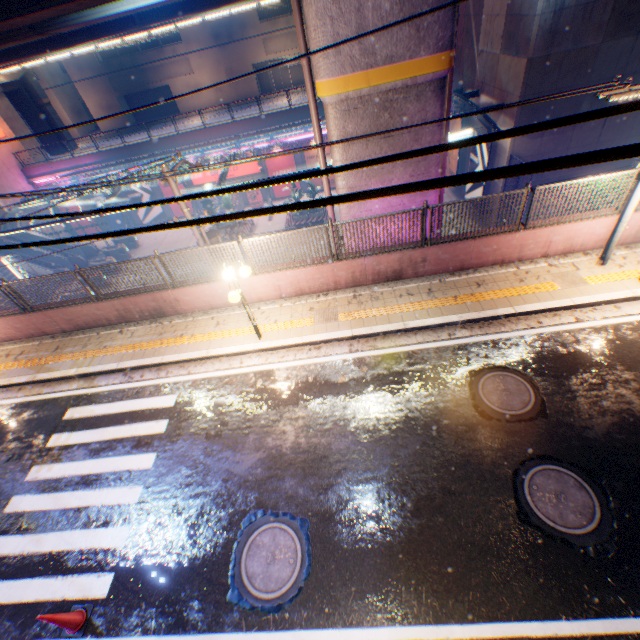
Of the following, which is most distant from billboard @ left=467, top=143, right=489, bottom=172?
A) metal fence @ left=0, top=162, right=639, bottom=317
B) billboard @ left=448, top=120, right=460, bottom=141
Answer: billboard @ left=448, top=120, right=460, bottom=141

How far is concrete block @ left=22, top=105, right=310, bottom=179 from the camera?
26.7 meters

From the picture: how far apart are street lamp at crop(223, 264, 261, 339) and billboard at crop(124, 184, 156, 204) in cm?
2817

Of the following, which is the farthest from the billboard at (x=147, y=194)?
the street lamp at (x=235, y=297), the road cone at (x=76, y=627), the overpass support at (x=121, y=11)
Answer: the road cone at (x=76, y=627)

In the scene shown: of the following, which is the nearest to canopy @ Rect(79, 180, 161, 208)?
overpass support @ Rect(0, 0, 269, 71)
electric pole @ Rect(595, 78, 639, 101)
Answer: overpass support @ Rect(0, 0, 269, 71)

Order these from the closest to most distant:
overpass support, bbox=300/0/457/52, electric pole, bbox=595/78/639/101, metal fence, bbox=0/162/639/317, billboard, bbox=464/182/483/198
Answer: electric pole, bbox=595/78/639/101
overpass support, bbox=300/0/457/52
metal fence, bbox=0/162/639/317
billboard, bbox=464/182/483/198

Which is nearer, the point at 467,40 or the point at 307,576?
the point at 307,576

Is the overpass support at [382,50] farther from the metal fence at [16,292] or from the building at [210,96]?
the building at [210,96]
